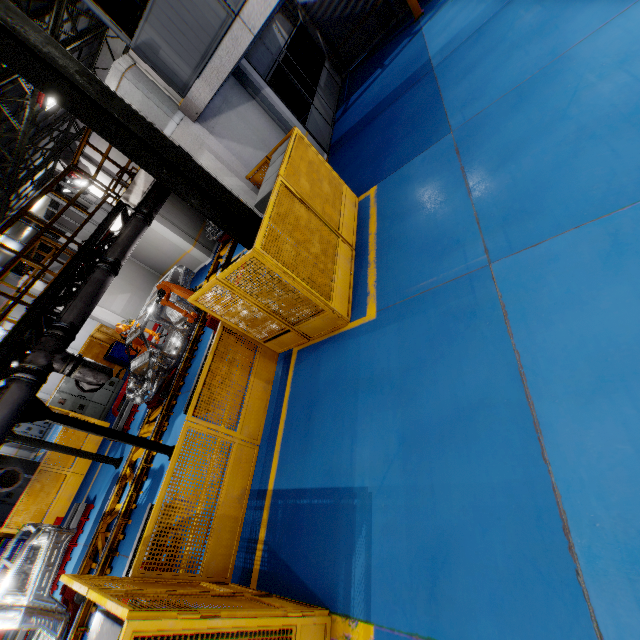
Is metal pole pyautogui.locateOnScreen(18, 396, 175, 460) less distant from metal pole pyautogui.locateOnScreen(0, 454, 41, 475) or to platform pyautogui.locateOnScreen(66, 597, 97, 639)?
platform pyautogui.locateOnScreen(66, 597, 97, 639)

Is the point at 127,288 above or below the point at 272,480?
above

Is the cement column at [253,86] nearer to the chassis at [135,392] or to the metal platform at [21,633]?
the chassis at [135,392]

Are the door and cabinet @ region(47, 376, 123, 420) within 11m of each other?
no

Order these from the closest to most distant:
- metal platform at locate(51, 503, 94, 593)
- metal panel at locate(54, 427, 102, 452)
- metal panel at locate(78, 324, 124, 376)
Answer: metal platform at locate(51, 503, 94, 593) → metal panel at locate(54, 427, 102, 452) → metal panel at locate(78, 324, 124, 376)

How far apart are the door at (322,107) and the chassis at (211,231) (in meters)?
5.14

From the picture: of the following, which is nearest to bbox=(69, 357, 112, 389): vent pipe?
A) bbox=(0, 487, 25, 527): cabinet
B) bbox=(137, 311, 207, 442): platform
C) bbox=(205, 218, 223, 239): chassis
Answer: bbox=(205, 218, 223, 239): chassis

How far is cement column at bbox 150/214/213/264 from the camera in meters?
14.5 m
